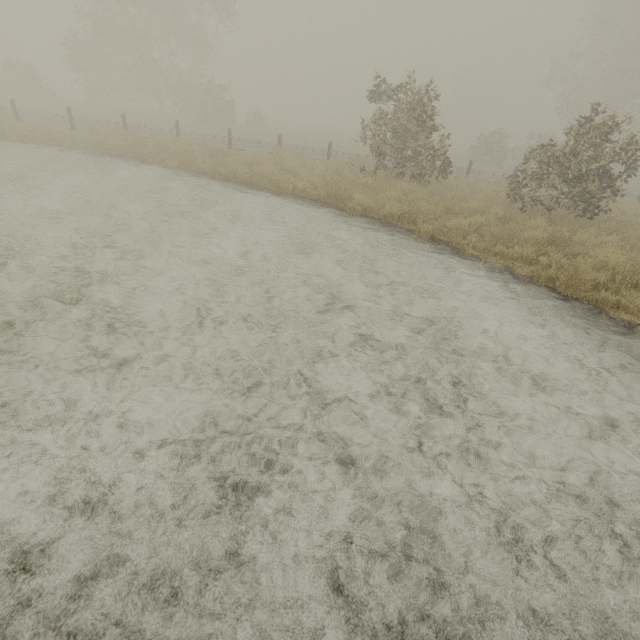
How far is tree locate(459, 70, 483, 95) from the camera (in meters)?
58.56

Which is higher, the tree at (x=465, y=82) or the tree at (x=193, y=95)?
the tree at (x=465, y=82)

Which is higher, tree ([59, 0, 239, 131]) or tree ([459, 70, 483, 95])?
tree ([459, 70, 483, 95])

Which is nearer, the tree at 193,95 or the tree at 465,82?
the tree at 193,95

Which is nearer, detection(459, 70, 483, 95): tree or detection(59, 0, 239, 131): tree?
detection(59, 0, 239, 131): tree

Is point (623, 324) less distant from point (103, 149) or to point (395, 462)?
point (395, 462)
